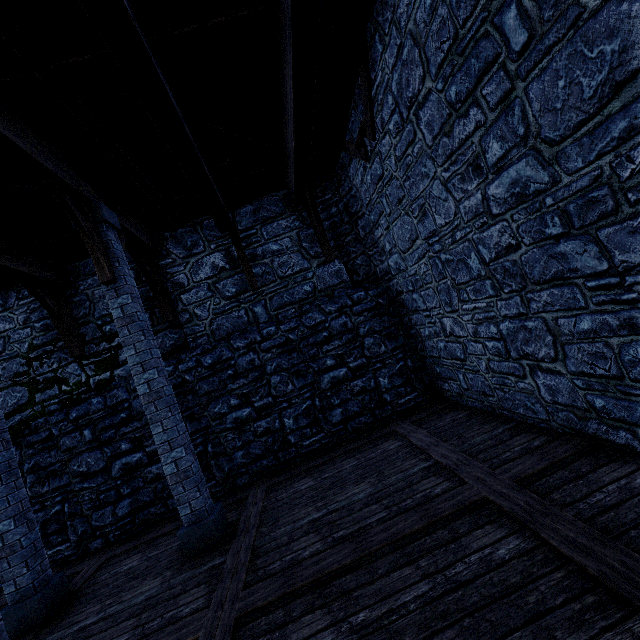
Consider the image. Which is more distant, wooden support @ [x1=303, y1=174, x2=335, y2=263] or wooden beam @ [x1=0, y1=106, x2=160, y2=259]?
wooden support @ [x1=303, y1=174, x2=335, y2=263]

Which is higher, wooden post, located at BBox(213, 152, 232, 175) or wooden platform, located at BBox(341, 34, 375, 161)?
wooden post, located at BBox(213, 152, 232, 175)

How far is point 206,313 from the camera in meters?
7.4

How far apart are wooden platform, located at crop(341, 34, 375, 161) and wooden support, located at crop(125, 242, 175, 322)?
4.90m

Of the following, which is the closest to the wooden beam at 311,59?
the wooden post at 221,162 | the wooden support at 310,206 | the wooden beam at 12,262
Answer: the wooden support at 310,206

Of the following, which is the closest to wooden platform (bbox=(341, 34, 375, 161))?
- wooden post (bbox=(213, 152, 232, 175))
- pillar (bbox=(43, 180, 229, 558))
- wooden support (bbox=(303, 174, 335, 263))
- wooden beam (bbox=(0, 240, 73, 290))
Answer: wooden support (bbox=(303, 174, 335, 263))

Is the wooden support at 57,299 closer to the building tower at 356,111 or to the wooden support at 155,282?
the building tower at 356,111

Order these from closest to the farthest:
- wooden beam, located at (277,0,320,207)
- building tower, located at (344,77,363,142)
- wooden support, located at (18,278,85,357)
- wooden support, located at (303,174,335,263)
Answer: wooden beam, located at (277,0,320,207), building tower, located at (344,77,363,142), wooden support, located at (18,278,85,357), wooden support, located at (303,174,335,263)
